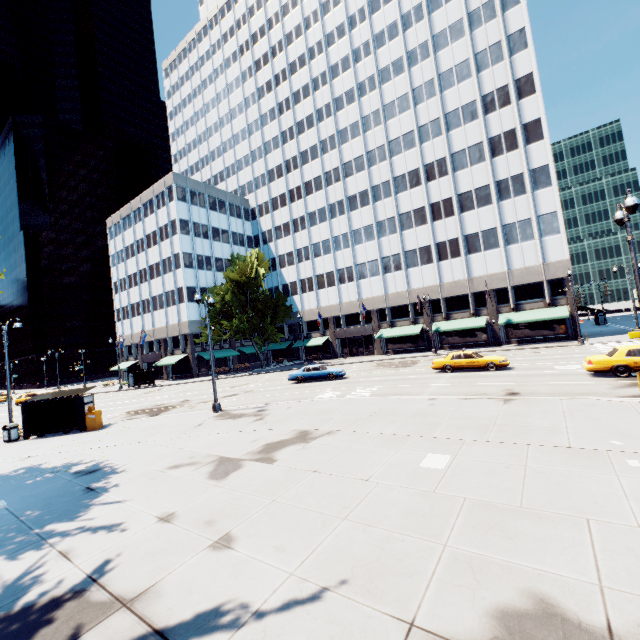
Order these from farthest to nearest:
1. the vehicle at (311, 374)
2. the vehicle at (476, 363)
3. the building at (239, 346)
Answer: the building at (239, 346)
the vehicle at (311, 374)
the vehicle at (476, 363)

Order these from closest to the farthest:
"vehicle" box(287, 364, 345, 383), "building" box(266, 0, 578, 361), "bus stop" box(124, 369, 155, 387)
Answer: "vehicle" box(287, 364, 345, 383)
"building" box(266, 0, 578, 361)
"bus stop" box(124, 369, 155, 387)

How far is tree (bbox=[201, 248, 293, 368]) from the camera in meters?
46.1 m

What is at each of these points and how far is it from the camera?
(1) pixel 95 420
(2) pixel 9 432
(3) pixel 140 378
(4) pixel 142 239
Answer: (1) box, 18.9 meters
(2) garbage can, 18.3 meters
(3) bus stop, 46.4 meters
(4) building, 57.2 meters

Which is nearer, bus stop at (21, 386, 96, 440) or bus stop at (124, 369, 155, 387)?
bus stop at (21, 386, 96, 440)

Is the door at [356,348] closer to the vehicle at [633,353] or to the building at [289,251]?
the building at [289,251]

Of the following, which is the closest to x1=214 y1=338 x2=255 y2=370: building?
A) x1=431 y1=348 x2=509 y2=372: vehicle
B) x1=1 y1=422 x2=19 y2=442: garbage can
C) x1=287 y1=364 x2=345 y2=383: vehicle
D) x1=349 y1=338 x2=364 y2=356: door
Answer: x1=349 y1=338 x2=364 y2=356: door

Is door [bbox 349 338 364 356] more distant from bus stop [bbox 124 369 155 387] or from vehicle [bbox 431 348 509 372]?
bus stop [bbox 124 369 155 387]
